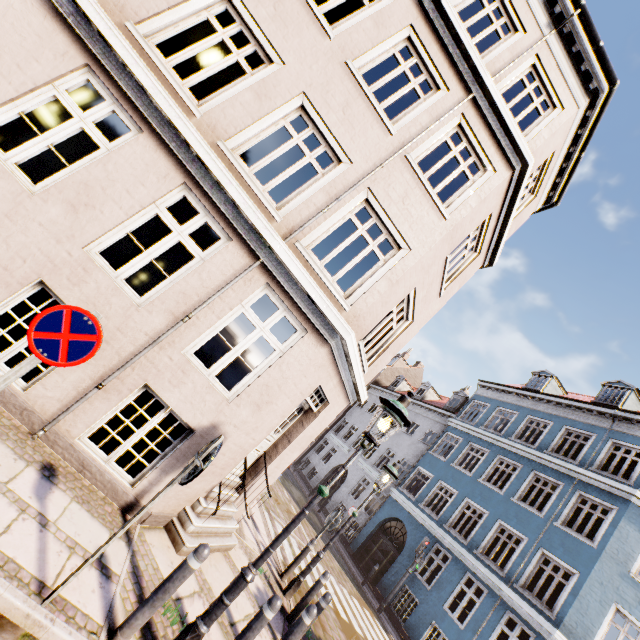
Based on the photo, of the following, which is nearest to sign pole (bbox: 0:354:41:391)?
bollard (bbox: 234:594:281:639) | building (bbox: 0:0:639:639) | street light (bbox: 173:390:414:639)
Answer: building (bbox: 0:0:639:639)

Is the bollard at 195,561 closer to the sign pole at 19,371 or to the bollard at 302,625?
the sign pole at 19,371

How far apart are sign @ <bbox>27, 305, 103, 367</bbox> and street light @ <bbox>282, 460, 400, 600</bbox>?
7.00m

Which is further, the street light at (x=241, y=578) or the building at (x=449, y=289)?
the building at (x=449, y=289)

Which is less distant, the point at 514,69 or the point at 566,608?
the point at 514,69

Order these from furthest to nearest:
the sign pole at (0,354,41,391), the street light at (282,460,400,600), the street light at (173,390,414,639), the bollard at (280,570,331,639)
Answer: the street light at (282,460,400,600)
the bollard at (280,570,331,639)
the street light at (173,390,414,639)
the sign pole at (0,354,41,391)

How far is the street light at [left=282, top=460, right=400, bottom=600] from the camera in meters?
7.1

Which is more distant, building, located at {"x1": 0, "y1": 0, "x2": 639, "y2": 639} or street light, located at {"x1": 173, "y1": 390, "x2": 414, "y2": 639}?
building, located at {"x1": 0, "y1": 0, "x2": 639, "y2": 639}
